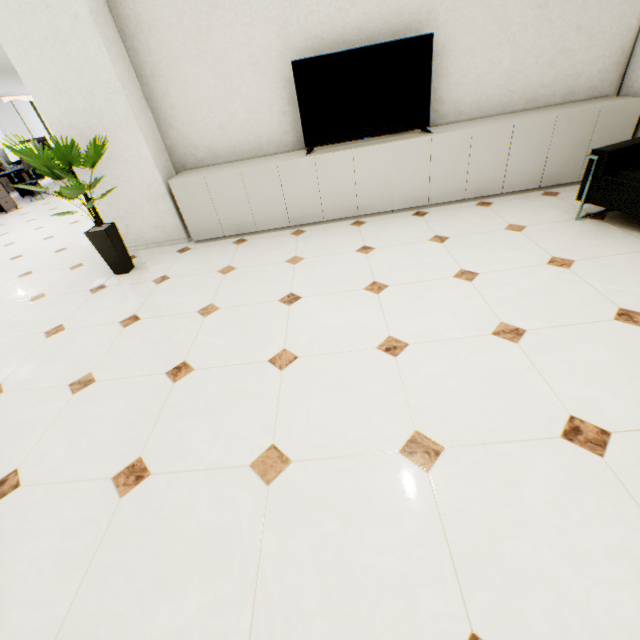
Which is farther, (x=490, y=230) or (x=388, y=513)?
(x=490, y=230)

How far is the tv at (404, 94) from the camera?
3.3 meters

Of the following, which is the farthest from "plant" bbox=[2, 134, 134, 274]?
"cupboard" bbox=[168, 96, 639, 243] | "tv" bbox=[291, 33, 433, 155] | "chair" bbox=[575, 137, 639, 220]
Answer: "chair" bbox=[575, 137, 639, 220]

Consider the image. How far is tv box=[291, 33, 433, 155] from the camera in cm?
327

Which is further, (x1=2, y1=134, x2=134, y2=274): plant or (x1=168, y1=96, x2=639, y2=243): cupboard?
(x1=168, y1=96, x2=639, y2=243): cupboard

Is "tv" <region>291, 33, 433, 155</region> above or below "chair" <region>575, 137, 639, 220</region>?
above

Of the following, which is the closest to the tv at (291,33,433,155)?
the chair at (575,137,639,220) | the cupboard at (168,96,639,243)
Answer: the cupboard at (168,96,639,243)

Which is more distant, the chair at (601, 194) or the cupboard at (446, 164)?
the cupboard at (446, 164)
